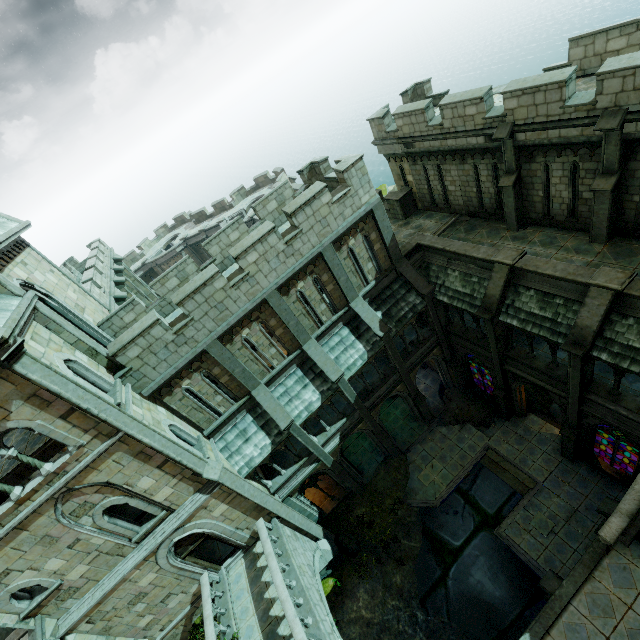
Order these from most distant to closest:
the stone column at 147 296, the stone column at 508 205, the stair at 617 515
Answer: the stone column at 147 296 → the stone column at 508 205 → the stair at 617 515

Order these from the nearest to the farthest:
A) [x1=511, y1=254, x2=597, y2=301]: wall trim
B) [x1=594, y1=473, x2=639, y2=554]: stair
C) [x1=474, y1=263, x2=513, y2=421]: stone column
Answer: [x1=594, y1=473, x2=639, y2=554]: stair
[x1=511, y1=254, x2=597, y2=301]: wall trim
[x1=474, y1=263, x2=513, y2=421]: stone column

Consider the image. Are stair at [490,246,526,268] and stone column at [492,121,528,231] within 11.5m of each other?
yes

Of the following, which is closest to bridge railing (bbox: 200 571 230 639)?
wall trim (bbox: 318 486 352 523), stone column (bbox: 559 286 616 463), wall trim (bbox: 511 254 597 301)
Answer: wall trim (bbox: 318 486 352 523)

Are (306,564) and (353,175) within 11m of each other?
no

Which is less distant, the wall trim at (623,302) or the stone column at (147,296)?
the wall trim at (623,302)

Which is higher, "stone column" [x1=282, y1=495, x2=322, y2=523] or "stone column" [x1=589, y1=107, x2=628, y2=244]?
"stone column" [x1=589, y1=107, x2=628, y2=244]

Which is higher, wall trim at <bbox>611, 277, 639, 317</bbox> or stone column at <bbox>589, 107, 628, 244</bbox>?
stone column at <bbox>589, 107, 628, 244</bbox>
